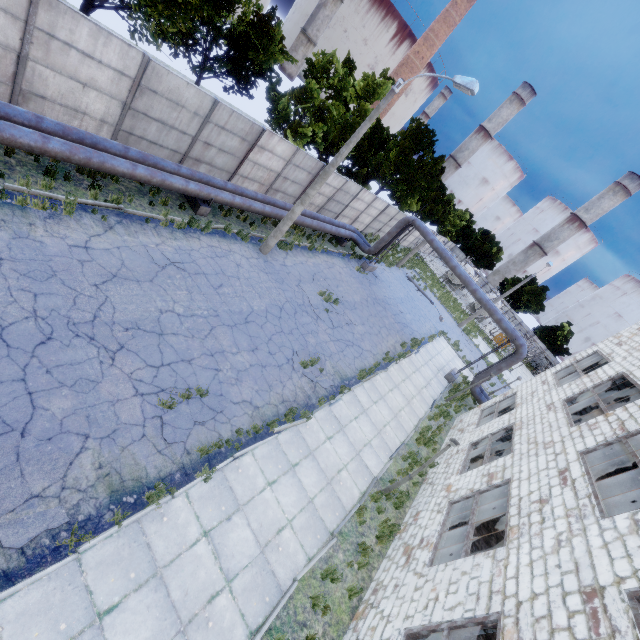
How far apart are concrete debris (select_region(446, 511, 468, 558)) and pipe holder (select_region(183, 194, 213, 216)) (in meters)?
15.47

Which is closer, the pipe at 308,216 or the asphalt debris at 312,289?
the asphalt debris at 312,289

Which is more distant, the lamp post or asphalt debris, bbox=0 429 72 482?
the lamp post

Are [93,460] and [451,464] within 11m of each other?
no

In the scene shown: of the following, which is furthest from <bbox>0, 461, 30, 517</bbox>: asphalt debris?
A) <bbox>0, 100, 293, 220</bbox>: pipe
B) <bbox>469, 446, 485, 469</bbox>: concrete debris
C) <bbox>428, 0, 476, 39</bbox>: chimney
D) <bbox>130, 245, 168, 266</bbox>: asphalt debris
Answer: <bbox>428, 0, 476, 39</bbox>: chimney

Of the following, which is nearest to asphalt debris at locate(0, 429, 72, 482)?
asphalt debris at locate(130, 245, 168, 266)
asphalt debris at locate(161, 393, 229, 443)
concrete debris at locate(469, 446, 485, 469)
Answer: asphalt debris at locate(161, 393, 229, 443)

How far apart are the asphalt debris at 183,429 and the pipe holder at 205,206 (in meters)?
8.50

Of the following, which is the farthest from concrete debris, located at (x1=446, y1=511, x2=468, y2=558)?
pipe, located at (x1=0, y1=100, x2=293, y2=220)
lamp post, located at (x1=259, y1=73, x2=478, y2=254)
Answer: lamp post, located at (x1=259, y1=73, x2=478, y2=254)
